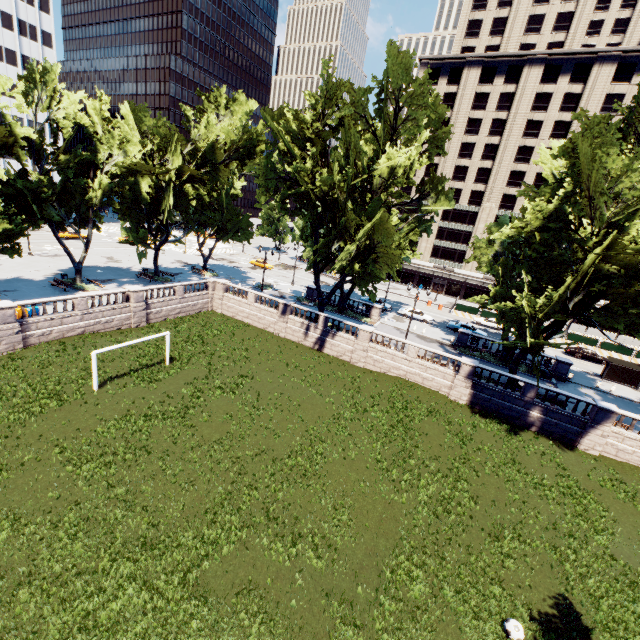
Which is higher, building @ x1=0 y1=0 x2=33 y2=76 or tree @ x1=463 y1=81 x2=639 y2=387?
building @ x1=0 y1=0 x2=33 y2=76

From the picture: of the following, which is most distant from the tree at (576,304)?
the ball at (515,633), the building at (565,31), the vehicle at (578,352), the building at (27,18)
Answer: the ball at (515,633)

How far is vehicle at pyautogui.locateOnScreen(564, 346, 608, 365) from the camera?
41.6 meters

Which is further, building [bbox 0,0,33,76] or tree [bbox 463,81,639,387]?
building [bbox 0,0,33,76]

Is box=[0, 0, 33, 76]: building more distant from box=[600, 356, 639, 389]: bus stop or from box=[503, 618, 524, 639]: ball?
box=[600, 356, 639, 389]: bus stop

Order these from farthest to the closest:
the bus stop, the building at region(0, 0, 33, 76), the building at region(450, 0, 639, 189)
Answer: the building at region(0, 0, 33, 76) < the building at region(450, 0, 639, 189) < the bus stop

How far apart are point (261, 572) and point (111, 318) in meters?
26.9

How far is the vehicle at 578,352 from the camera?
41.6m
